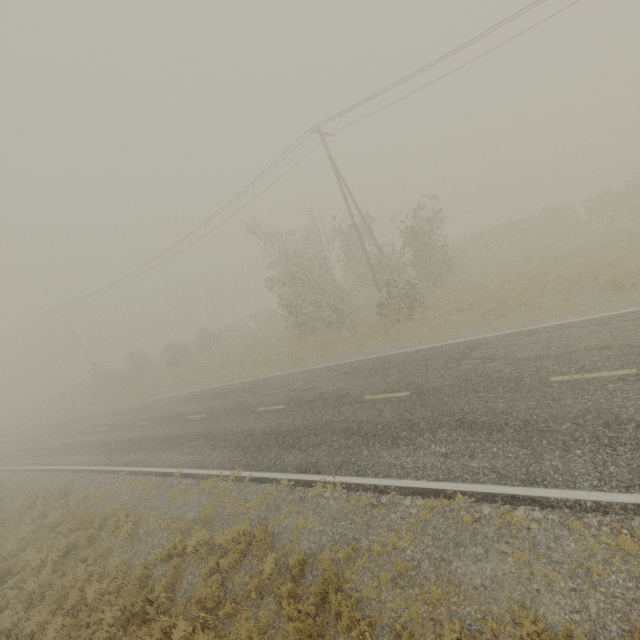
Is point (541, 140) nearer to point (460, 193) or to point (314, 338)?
point (460, 193)
